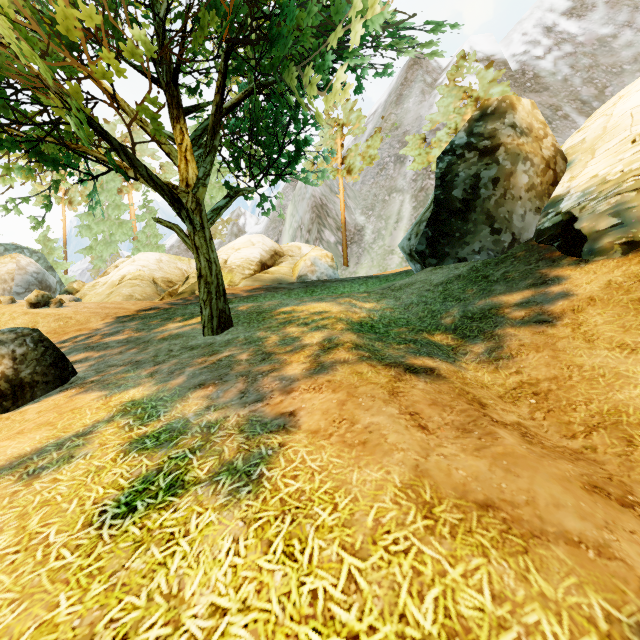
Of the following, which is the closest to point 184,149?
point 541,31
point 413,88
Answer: point 413,88

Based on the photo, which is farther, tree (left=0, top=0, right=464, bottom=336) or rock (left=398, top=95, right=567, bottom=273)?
rock (left=398, top=95, right=567, bottom=273)

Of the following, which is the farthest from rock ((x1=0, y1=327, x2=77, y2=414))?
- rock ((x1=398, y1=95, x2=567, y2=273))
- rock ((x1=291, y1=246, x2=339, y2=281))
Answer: rock ((x1=291, y1=246, x2=339, y2=281))

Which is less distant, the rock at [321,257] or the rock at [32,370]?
the rock at [32,370]

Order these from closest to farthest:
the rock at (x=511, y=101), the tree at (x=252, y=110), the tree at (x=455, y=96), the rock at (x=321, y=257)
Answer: the tree at (x=252, y=110) → the rock at (x=511, y=101) → the rock at (x=321, y=257) → the tree at (x=455, y=96)

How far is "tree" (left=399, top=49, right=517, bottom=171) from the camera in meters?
23.0 m

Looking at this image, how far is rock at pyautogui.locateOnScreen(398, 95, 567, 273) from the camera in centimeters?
906cm
